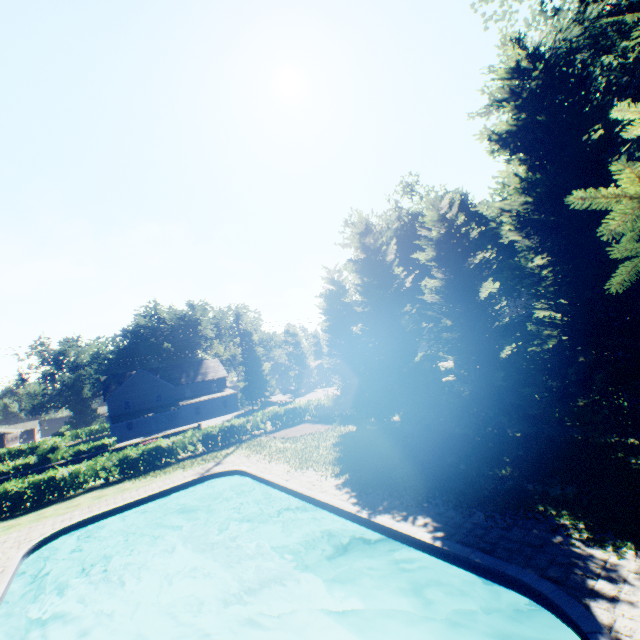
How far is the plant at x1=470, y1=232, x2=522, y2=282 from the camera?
35.1m

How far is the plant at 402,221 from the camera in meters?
36.0 m

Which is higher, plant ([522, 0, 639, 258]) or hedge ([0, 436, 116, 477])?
plant ([522, 0, 639, 258])

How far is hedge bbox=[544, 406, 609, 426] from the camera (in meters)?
13.82

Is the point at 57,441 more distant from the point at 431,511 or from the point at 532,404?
the point at 532,404

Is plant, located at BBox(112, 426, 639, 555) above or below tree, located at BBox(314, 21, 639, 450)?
below

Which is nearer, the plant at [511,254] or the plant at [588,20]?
the plant at [588,20]

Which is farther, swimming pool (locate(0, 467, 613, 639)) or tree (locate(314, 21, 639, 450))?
tree (locate(314, 21, 639, 450))
